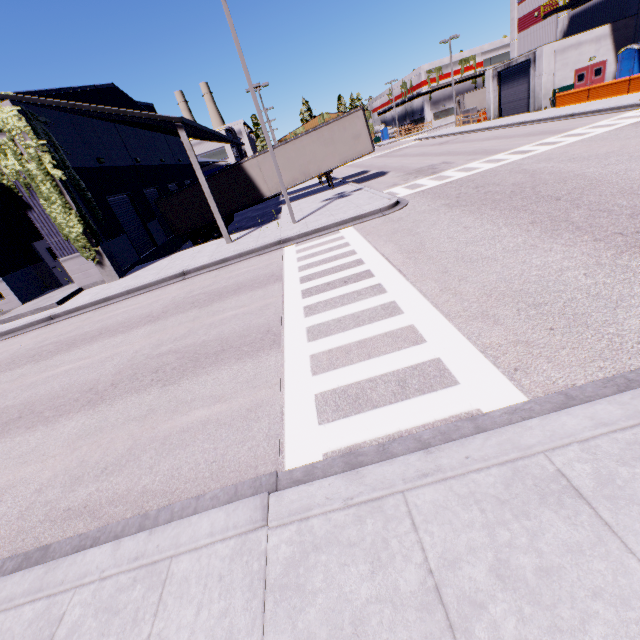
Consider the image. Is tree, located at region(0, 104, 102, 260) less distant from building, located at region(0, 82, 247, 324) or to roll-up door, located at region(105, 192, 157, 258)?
building, located at region(0, 82, 247, 324)

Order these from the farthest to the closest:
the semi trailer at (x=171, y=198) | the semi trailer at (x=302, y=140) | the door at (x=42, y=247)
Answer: the semi trailer at (x=171, y=198) < the semi trailer at (x=302, y=140) < the door at (x=42, y=247)

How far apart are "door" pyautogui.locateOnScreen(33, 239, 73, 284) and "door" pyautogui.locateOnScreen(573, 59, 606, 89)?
41.8m

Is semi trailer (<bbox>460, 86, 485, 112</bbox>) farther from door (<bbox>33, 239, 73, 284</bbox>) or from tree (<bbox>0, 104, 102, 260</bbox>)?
door (<bbox>33, 239, 73, 284</bbox>)

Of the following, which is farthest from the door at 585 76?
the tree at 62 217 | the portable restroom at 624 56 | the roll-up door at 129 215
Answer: the tree at 62 217

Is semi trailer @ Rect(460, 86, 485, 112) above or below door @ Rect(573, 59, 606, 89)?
above

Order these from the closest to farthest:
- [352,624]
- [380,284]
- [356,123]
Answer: [352,624], [380,284], [356,123]

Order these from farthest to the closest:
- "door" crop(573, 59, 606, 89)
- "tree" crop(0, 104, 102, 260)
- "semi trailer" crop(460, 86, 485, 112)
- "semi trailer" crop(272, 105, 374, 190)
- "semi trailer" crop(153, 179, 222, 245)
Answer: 1. "semi trailer" crop(460, 86, 485, 112)
2. "door" crop(573, 59, 606, 89)
3. "semi trailer" crop(153, 179, 222, 245)
4. "semi trailer" crop(272, 105, 374, 190)
5. "tree" crop(0, 104, 102, 260)
